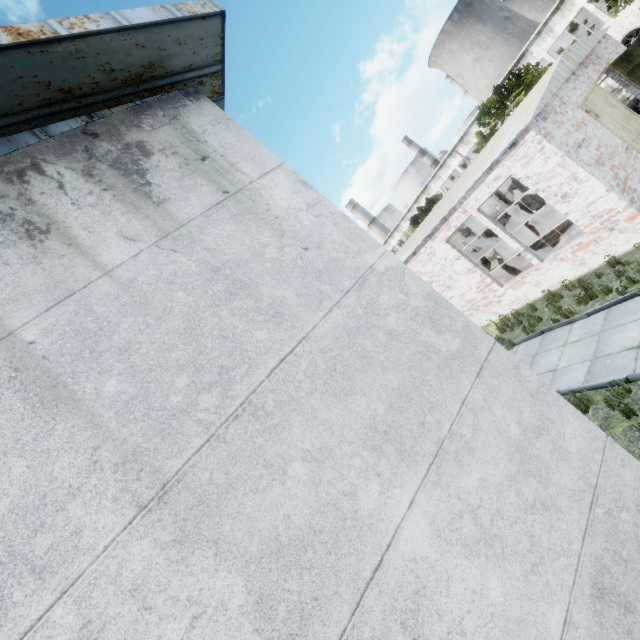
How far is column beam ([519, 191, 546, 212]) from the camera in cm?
1894

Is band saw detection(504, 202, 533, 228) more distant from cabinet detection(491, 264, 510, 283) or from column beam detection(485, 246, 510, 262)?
cabinet detection(491, 264, 510, 283)

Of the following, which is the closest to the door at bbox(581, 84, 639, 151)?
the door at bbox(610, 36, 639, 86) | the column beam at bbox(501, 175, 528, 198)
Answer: the door at bbox(610, 36, 639, 86)

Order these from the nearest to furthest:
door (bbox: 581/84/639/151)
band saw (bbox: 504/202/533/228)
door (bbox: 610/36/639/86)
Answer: door (bbox: 581/84/639/151), door (bbox: 610/36/639/86), band saw (bbox: 504/202/533/228)

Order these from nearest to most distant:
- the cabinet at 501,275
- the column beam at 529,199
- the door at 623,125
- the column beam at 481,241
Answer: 1. the door at 623,125
2. the cabinet at 501,275
3. the column beam at 481,241
4. the column beam at 529,199

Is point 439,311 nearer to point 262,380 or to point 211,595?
point 262,380

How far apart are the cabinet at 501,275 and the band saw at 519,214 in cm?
748

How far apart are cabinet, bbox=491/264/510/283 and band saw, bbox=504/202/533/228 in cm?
748
